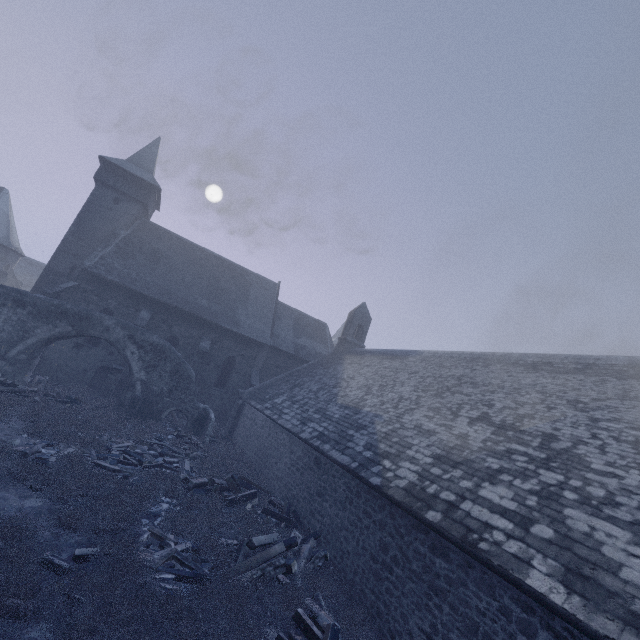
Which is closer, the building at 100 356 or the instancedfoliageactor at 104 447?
the instancedfoliageactor at 104 447

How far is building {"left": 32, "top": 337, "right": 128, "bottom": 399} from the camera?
19.4 meters

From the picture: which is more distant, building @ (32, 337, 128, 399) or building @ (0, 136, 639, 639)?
building @ (32, 337, 128, 399)

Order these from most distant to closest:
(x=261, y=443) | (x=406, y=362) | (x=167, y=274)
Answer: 1. (x=167, y=274)
2. (x=406, y=362)
3. (x=261, y=443)

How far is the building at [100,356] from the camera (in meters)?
19.36

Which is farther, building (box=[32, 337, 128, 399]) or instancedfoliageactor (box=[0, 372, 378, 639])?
building (box=[32, 337, 128, 399])

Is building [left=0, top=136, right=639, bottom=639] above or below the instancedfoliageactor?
above
